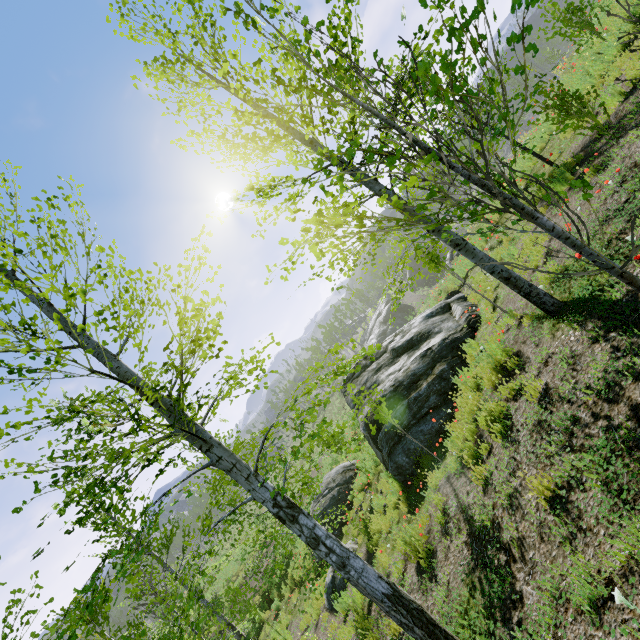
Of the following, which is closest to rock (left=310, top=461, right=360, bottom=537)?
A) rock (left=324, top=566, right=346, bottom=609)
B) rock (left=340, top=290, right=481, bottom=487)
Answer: rock (left=340, top=290, right=481, bottom=487)

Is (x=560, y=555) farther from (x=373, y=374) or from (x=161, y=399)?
(x=373, y=374)

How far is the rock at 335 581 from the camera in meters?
9.1 m

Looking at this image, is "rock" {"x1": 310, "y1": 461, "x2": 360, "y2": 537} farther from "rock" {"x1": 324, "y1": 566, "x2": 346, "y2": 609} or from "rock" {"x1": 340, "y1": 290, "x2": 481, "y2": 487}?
"rock" {"x1": 324, "y1": 566, "x2": 346, "y2": 609}

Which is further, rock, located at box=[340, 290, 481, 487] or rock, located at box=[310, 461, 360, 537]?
rock, located at box=[310, 461, 360, 537]

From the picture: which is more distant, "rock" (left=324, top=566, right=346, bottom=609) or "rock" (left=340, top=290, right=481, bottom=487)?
"rock" (left=324, top=566, right=346, bottom=609)

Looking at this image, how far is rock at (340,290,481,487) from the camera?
8.21m

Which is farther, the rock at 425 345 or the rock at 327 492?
the rock at 327 492
